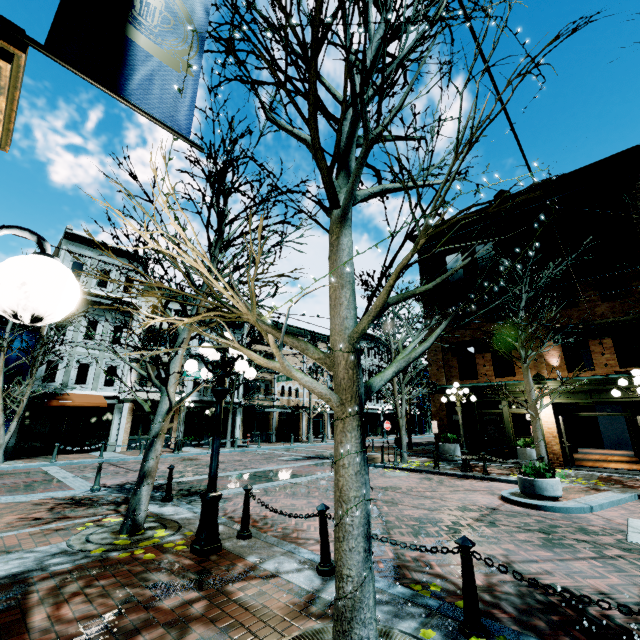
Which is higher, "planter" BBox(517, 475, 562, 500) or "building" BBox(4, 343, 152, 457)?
→ "building" BBox(4, 343, 152, 457)

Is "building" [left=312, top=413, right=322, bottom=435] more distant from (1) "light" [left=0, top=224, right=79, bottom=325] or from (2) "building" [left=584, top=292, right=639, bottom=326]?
(1) "light" [left=0, top=224, right=79, bottom=325]

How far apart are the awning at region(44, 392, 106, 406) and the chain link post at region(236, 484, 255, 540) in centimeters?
1815cm

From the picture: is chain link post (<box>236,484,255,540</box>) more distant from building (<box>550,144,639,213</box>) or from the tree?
building (<box>550,144,639,213</box>)

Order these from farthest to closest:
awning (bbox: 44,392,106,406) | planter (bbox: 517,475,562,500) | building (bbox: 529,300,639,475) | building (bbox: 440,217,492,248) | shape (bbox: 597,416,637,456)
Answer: shape (bbox: 597,416,637,456) < building (bbox: 440,217,492,248) < awning (bbox: 44,392,106,406) < building (bbox: 529,300,639,475) < planter (bbox: 517,475,562,500)

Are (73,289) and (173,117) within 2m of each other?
yes

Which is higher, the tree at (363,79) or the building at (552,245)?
the building at (552,245)

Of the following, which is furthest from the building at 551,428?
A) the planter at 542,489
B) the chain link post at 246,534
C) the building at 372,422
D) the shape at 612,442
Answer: the building at 372,422
